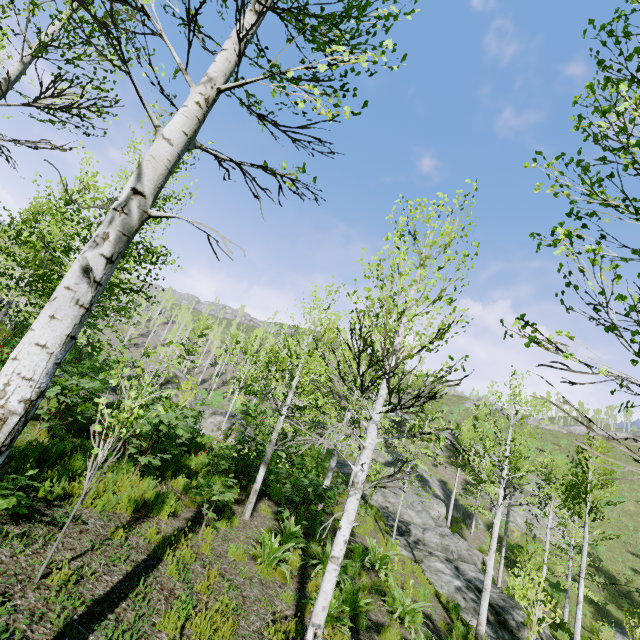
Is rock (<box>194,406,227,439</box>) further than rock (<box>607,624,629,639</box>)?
No

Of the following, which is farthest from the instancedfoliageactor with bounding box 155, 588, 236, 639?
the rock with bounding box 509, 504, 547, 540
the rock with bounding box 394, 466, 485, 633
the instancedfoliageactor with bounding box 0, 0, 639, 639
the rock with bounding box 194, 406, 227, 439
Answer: the rock with bounding box 194, 406, 227, 439

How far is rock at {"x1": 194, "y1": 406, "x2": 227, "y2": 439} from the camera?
14.76m

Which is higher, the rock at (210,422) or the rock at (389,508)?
the rock at (210,422)

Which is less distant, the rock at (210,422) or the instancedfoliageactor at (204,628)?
the instancedfoliageactor at (204,628)

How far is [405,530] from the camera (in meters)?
16.80

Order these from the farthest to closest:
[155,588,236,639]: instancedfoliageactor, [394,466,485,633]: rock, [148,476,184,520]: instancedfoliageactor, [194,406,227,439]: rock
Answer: [194,406,227,439]: rock, [394,466,485,633]: rock, [148,476,184,520]: instancedfoliageactor, [155,588,236,639]: instancedfoliageactor

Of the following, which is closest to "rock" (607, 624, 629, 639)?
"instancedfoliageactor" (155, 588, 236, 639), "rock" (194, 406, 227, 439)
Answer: "instancedfoliageactor" (155, 588, 236, 639)
